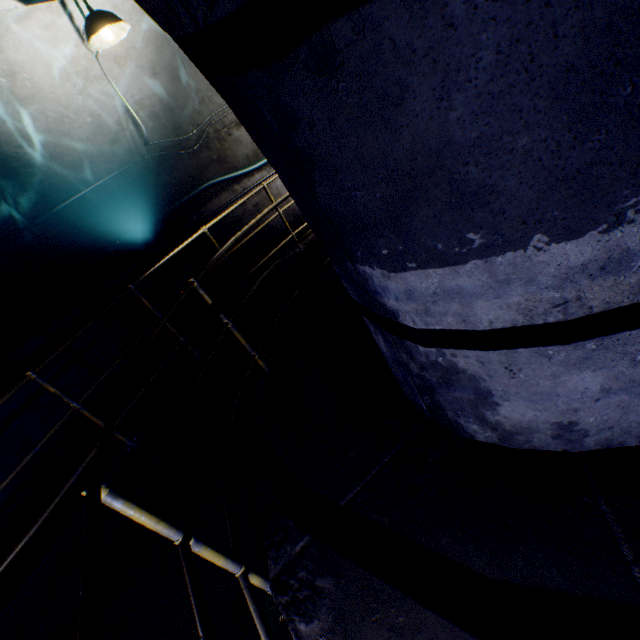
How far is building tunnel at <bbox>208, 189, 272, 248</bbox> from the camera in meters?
6.3

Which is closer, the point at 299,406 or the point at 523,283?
the point at 523,283

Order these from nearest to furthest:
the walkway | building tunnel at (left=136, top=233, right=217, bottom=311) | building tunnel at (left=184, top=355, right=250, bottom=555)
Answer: the walkway, building tunnel at (left=184, top=355, right=250, bottom=555), building tunnel at (left=136, top=233, right=217, bottom=311)

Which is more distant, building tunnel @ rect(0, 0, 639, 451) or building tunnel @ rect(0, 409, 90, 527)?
building tunnel @ rect(0, 409, 90, 527)

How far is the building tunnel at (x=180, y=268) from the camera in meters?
5.6 m

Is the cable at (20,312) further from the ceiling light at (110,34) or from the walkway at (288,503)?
the ceiling light at (110,34)

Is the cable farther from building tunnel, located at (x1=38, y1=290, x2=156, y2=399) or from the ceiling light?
the ceiling light
